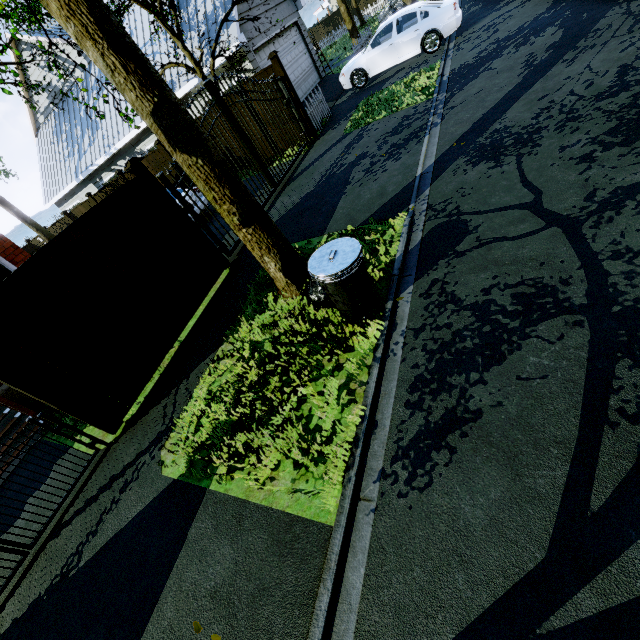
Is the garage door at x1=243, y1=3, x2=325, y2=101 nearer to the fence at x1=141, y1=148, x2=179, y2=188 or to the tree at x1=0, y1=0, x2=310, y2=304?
the tree at x1=0, y1=0, x2=310, y2=304

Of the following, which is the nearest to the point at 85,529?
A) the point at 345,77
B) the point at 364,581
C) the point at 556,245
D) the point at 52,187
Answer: the point at 364,581

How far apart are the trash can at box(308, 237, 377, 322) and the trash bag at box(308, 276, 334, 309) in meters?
0.2

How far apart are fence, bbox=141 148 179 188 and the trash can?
12.99m

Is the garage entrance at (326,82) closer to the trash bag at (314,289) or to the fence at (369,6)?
the fence at (369,6)

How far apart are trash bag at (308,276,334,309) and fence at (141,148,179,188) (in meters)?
12.23

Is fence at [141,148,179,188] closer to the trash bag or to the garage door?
the garage door

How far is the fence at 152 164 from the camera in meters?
13.6
